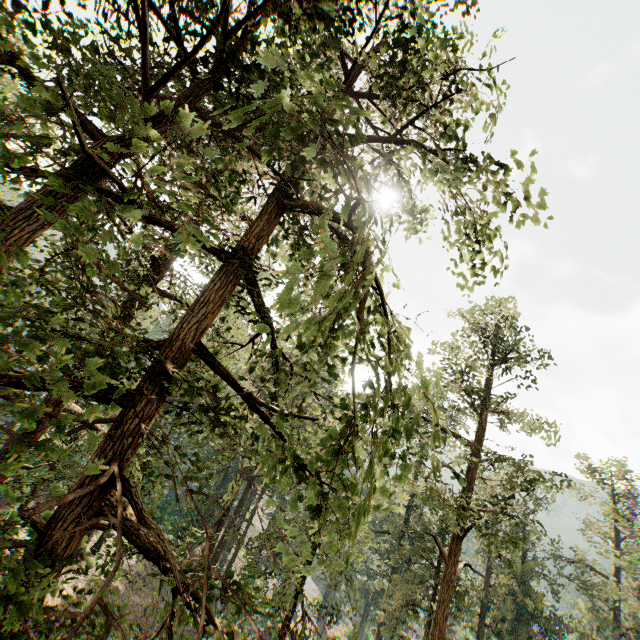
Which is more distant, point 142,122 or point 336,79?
point 336,79
